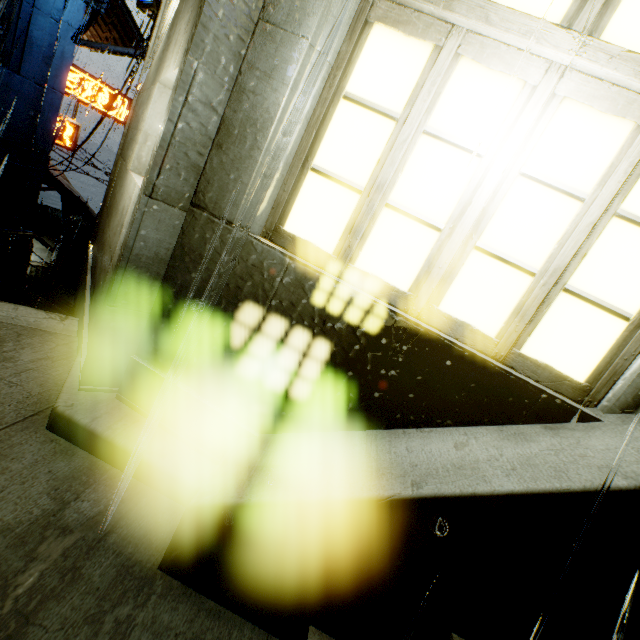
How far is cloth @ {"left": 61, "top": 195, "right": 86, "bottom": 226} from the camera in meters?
18.3

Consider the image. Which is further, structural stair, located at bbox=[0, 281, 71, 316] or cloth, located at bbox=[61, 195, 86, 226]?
cloth, located at bbox=[61, 195, 86, 226]

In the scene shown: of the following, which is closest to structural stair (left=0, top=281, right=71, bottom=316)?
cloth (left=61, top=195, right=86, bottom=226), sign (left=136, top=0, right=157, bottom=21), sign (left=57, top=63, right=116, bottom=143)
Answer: cloth (left=61, top=195, right=86, bottom=226)

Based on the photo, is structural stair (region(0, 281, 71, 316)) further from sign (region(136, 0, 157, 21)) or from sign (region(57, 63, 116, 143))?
sign (region(57, 63, 116, 143))

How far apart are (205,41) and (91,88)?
23.67m

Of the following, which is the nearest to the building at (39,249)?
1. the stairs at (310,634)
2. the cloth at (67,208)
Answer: the cloth at (67,208)

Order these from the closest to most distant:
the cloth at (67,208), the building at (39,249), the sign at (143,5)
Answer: the sign at (143,5) < the cloth at (67,208) < the building at (39,249)

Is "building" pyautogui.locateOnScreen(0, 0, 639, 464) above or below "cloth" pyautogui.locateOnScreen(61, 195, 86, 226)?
above
